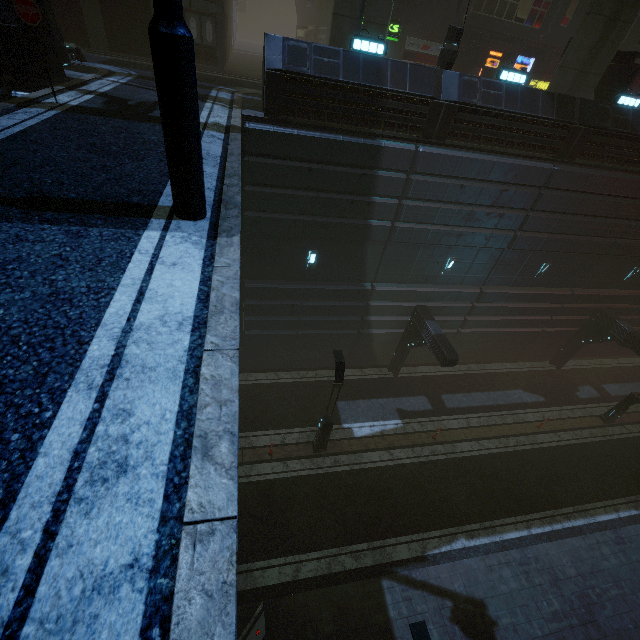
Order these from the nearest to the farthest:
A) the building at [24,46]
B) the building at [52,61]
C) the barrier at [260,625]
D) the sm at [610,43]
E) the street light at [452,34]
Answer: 1. the building at [24,46]
2. the building at [52,61]
3. the barrier at [260,625]
4. the street light at [452,34]
5. the sm at [610,43]

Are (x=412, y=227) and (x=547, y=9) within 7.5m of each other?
no

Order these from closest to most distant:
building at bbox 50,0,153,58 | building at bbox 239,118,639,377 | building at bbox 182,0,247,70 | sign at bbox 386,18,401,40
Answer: building at bbox 239,118,639,377, building at bbox 50,0,153,58, building at bbox 182,0,247,70, sign at bbox 386,18,401,40

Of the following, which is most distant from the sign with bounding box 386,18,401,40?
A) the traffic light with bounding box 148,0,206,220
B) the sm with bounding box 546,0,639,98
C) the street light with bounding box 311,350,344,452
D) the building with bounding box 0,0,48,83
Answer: the traffic light with bounding box 148,0,206,220

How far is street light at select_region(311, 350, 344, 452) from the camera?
11.6 meters

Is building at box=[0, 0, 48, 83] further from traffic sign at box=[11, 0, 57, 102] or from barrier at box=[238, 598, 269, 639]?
barrier at box=[238, 598, 269, 639]

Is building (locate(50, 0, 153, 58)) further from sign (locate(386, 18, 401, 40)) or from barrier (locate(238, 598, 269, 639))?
barrier (locate(238, 598, 269, 639))

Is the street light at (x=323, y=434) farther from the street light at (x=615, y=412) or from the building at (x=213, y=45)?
the street light at (x=615, y=412)
